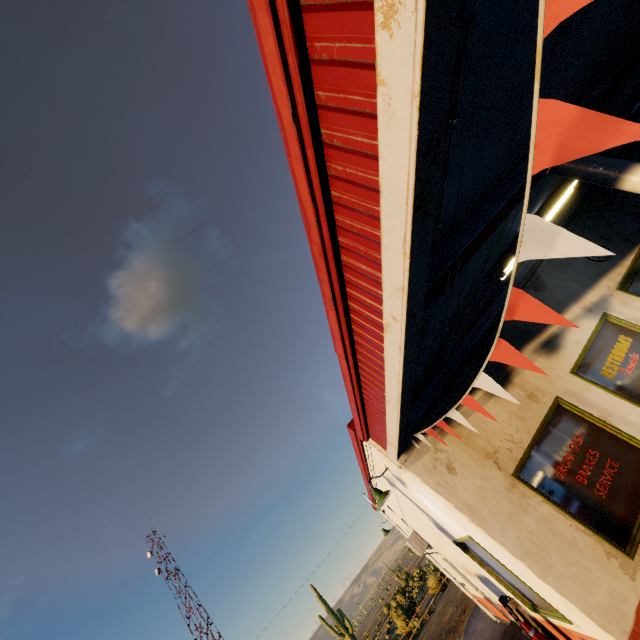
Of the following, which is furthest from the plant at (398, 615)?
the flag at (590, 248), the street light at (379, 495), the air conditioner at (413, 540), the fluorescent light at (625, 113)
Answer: the fluorescent light at (625, 113)

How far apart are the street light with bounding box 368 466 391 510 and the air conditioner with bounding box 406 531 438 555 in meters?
5.2 m

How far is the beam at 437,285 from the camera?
2.7 meters

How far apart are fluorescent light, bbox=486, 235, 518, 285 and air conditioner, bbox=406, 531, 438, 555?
8.7m

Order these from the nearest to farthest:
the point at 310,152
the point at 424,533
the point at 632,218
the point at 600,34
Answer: the point at 310,152 → the point at 600,34 → the point at 632,218 → the point at 424,533

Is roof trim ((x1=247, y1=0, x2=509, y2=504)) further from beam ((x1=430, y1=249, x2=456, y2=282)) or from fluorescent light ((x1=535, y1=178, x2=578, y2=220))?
fluorescent light ((x1=535, y1=178, x2=578, y2=220))

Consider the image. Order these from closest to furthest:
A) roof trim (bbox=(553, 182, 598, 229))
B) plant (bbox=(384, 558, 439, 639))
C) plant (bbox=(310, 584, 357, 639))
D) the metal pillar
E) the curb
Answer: the metal pillar → roof trim (bbox=(553, 182, 598, 229)) → the curb → plant (bbox=(384, 558, 439, 639)) → plant (bbox=(310, 584, 357, 639))
